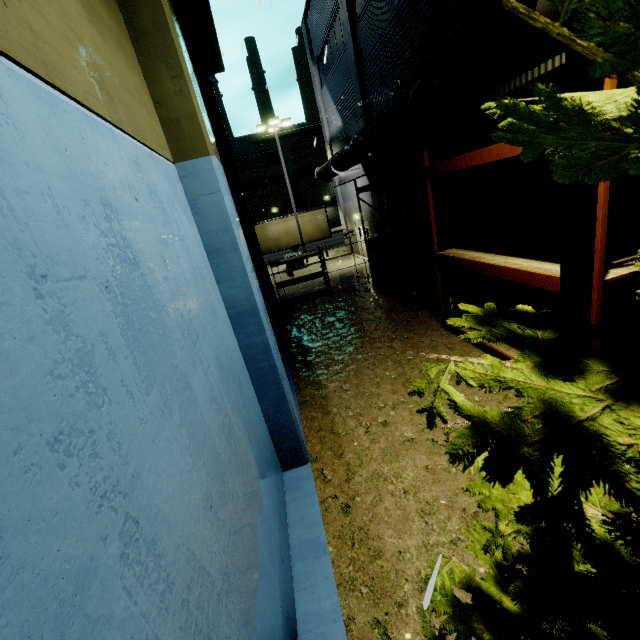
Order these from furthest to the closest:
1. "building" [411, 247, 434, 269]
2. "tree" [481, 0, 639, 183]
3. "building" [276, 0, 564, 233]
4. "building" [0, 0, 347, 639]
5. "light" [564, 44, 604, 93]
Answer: "building" [411, 247, 434, 269] → "building" [276, 0, 564, 233] → "light" [564, 44, 604, 93] → "building" [0, 0, 347, 639] → "tree" [481, 0, 639, 183]

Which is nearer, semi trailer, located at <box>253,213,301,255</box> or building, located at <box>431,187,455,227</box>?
building, located at <box>431,187,455,227</box>

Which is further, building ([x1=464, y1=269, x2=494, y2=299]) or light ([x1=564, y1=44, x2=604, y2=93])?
building ([x1=464, y1=269, x2=494, y2=299])

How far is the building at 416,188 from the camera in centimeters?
1213cm

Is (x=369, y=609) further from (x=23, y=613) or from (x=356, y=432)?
(x=23, y=613)

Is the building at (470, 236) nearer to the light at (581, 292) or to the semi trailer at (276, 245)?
the semi trailer at (276, 245)

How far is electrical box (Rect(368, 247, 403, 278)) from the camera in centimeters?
1590cm

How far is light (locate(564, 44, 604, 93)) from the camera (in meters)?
2.39
